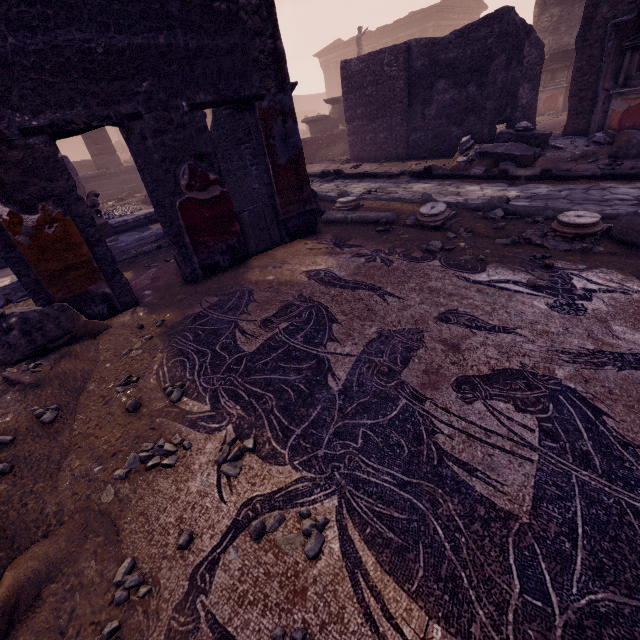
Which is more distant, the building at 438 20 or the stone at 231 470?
the building at 438 20

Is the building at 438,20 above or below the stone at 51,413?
above

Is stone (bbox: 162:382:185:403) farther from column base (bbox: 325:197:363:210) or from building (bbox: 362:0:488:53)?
building (bbox: 362:0:488:53)

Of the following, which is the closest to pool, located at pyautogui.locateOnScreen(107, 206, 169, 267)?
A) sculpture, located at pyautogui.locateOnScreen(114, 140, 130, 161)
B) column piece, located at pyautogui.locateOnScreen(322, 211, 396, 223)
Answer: column piece, located at pyautogui.locateOnScreen(322, 211, 396, 223)

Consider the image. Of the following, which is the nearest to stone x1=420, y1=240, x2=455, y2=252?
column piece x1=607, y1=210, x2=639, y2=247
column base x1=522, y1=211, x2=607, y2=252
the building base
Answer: column base x1=522, y1=211, x2=607, y2=252

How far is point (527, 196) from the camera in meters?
5.2

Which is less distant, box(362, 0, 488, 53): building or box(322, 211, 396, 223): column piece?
box(322, 211, 396, 223): column piece

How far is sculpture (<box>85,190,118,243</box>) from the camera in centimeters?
619cm
